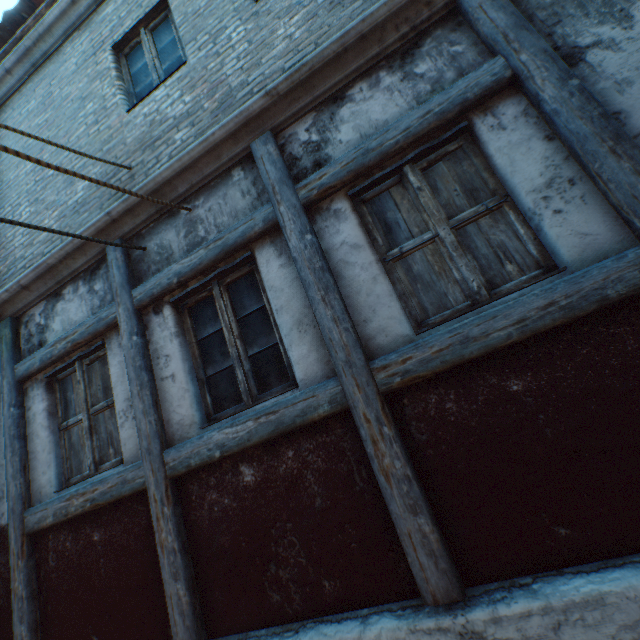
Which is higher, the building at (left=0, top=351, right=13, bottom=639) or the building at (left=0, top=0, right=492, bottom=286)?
the building at (left=0, top=0, right=492, bottom=286)

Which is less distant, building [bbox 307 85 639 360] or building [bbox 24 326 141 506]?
building [bbox 307 85 639 360]

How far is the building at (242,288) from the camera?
2.6m

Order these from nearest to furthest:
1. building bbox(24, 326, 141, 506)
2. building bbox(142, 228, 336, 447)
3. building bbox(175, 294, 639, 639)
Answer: building bbox(175, 294, 639, 639) → building bbox(142, 228, 336, 447) → building bbox(24, 326, 141, 506)

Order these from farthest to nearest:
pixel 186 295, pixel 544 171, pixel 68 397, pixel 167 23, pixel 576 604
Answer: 1. pixel 167 23
2. pixel 68 397
3. pixel 186 295
4. pixel 544 171
5. pixel 576 604

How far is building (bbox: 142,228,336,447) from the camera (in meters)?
2.61

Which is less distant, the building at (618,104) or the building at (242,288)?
the building at (618,104)
